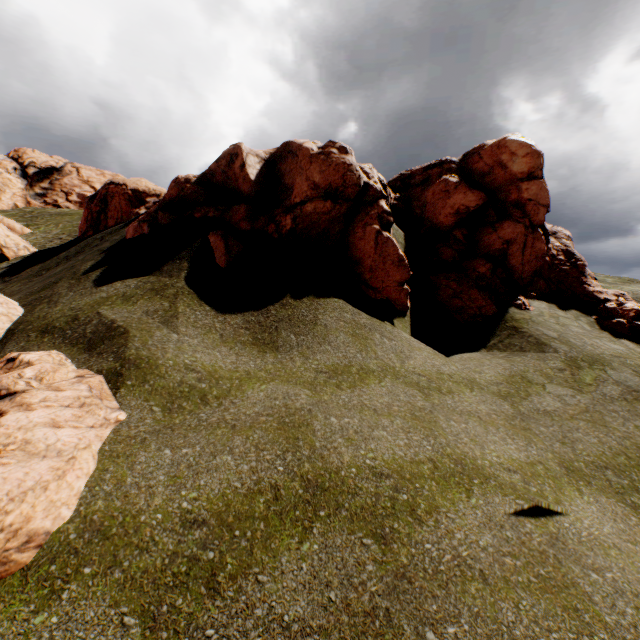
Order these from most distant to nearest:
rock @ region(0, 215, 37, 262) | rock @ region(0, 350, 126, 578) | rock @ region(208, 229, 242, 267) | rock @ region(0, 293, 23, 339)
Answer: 1. rock @ region(0, 215, 37, 262)
2. rock @ region(208, 229, 242, 267)
3. rock @ region(0, 293, 23, 339)
4. rock @ region(0, 350, 126, 578)

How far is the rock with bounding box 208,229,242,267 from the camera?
10.22m

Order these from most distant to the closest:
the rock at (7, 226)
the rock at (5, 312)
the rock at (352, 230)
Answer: the rock at (7, 226) < the rock at (352, 230) < the rock at (5, 312)

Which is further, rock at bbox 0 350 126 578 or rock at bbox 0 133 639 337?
rock at bbox 0 133 639 337

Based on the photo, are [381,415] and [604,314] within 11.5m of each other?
no

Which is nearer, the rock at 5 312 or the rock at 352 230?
the rock at 5 312

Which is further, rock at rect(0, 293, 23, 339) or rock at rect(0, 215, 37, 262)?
rock at rect(0, 215, 37, 262)

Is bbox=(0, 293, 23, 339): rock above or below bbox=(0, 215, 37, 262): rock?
below
